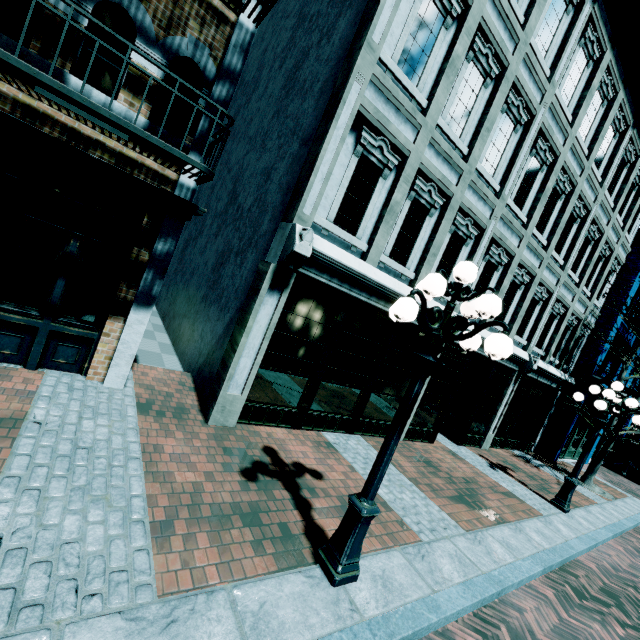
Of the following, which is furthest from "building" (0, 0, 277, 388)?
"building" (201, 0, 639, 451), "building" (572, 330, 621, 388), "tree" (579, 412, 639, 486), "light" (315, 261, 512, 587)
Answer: "building" (572, 330, 621, 388)

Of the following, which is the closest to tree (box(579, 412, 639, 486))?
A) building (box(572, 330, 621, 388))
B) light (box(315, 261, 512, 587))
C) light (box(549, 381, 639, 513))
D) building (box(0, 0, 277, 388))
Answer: building (box(572, 330, 621, 388))

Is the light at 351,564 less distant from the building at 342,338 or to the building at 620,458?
the building at 342,338

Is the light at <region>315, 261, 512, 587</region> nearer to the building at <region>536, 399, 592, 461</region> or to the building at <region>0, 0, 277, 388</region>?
the building at <region>0, 0, 277, 388</region>

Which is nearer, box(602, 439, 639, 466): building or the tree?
the tree

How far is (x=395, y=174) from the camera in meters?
6.4

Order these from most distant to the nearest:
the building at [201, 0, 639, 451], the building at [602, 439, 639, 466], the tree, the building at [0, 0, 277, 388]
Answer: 1. the building at [602, 439, 639, 466]
2. the tree
3. the building at [201, 0, 639, 451]
4. the building at [0, 0, 277, 388]

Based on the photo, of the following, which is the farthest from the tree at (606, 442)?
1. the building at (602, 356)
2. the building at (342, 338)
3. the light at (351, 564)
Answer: the light at (351, 564)
